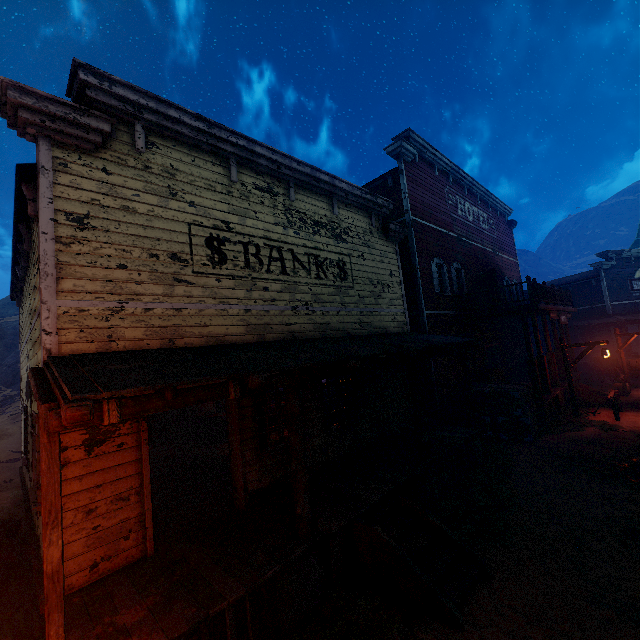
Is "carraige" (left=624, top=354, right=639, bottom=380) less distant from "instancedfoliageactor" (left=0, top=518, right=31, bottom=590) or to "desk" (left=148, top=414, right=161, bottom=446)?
"desk" (left=148, top=414, right=161, bottom=446)

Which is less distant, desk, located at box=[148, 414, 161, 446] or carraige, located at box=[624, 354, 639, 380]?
desk, located at box=[148, 414, 161, 446]

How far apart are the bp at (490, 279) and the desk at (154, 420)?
16.4 meters

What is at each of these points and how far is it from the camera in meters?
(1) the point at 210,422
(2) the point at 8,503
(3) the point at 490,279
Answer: (1) table, 11.9 m
(2) z, 10.8 m
(3) bp, 16.9 m

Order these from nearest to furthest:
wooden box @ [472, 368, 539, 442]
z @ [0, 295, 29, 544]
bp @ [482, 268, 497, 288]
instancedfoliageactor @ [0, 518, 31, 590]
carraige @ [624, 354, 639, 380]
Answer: instancedfoliageactor @ [0, 518, 31, 590] < z @ [0, 295, 29, 544] < wooden box @ [472, 368, 539, 442] < bp @ [482, 268, 497, 288] < carraige @ [624, 354, 639, 380]

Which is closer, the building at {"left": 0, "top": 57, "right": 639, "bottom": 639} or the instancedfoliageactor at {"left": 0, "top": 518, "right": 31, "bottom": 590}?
the building at {"left": 0, "top": 57, "right": 639, "bottom": 639}

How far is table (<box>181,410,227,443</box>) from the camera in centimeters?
1177cm

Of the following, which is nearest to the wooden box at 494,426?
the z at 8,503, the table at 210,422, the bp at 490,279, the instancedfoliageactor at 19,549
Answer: the z at 8,503
